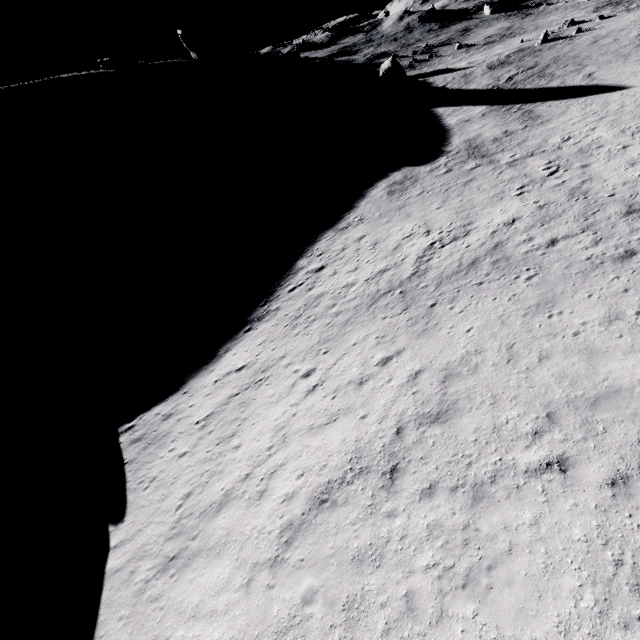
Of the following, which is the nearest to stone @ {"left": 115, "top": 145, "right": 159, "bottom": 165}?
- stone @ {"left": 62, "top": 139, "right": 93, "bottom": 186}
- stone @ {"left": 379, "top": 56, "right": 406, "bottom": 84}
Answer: stone @ {"left": 62, "top": 139, "right": 93, "bottom": 186}

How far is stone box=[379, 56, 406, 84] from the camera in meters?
55.3

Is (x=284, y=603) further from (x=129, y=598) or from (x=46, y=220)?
(x=46, y=220)

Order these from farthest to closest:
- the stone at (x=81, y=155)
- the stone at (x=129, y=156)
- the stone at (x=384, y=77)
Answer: the stone at (x=384, y=77) → the stone at (x=129, y=156) → the stone at (x=81, y=155)

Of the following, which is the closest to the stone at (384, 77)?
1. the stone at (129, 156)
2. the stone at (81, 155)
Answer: the stone at (129, 156)

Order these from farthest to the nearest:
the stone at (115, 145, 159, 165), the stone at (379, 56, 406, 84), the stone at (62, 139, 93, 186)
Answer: the stone at (379, 56, 406, 84) → the stone at (115, 145, 159, 165) → the stone at (62, 139, 93, 186)

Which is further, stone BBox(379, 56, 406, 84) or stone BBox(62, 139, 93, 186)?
stone BBox(379, 56, 406, 84)
